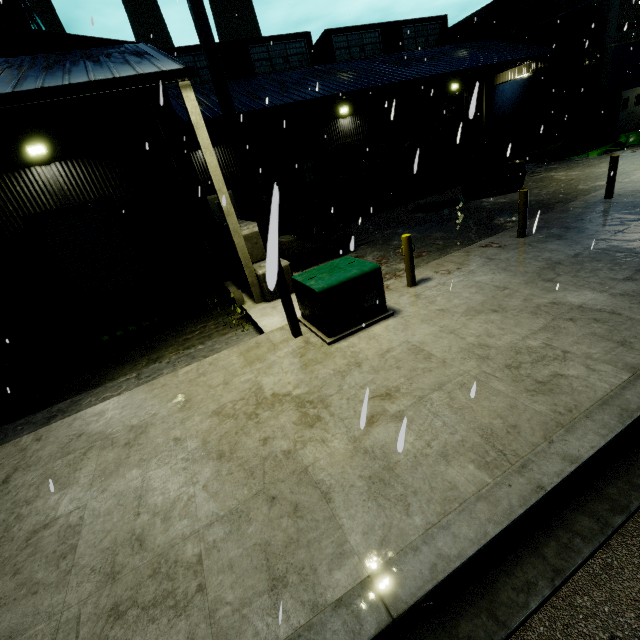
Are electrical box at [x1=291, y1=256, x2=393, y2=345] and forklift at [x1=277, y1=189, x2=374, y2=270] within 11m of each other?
yes

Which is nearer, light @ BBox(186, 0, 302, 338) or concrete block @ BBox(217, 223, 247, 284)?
light @ BBox(186, 0, 302, 338)

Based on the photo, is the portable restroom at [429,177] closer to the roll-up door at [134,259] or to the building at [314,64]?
the building at [314,64]

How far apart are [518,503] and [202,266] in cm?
1385

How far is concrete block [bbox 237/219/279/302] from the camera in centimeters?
84cm

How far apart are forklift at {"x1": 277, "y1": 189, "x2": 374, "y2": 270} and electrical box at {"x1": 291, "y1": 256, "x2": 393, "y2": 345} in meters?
3.8

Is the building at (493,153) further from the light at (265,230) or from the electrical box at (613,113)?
the light at (265,230)

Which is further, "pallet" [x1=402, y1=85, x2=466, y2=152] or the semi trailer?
"pallet" [x1=402, y1=85, x2=466, y2=152]
